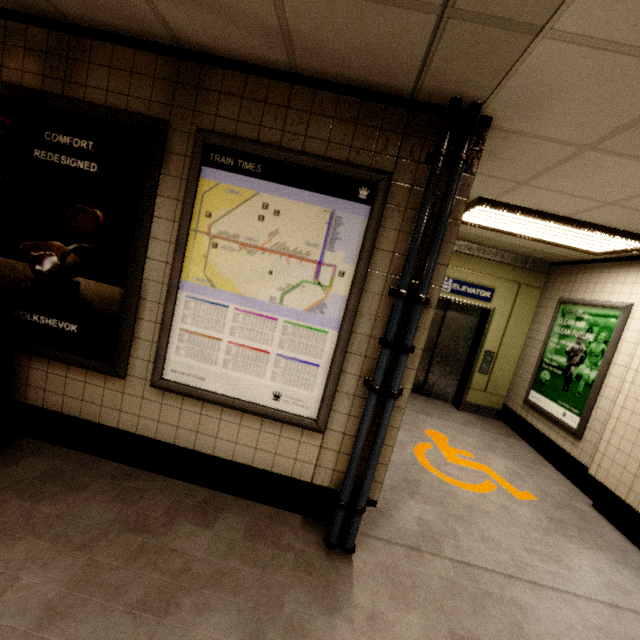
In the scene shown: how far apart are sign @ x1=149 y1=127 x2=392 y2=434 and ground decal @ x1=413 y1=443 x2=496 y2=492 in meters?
2.0

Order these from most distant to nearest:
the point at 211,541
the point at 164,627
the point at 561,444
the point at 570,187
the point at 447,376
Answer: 1. the point at 447,376
2. the point at 561,444
3. the point at 570,187
4. the point at 211,541
5. the point at 164,627

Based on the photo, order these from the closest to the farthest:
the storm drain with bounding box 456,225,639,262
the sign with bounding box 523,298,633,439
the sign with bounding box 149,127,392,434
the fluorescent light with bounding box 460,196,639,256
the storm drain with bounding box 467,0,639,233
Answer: the storm drain with bounding box 467,0,639,233
the sign with bounding box 149,127,392,434
the fluorescent light with bounding box 460,196,639,256
the sign with bounding box 523,298,633,439
the storm drain with bounding box 456,225,639,262

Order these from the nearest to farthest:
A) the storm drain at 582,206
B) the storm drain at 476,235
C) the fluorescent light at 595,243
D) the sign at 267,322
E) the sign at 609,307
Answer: the storm drain at 582,206
the sign at 267,322
the fluorescent light at 595,243
the sign at 609,307
the storm drain at 476,235

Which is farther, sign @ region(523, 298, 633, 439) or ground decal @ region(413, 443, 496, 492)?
sign @ region(523, 298, 633, 439)

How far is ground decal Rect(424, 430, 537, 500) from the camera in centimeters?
359cm

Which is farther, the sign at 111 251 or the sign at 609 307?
the sign at 609 307

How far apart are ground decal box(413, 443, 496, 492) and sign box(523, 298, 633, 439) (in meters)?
1.15
